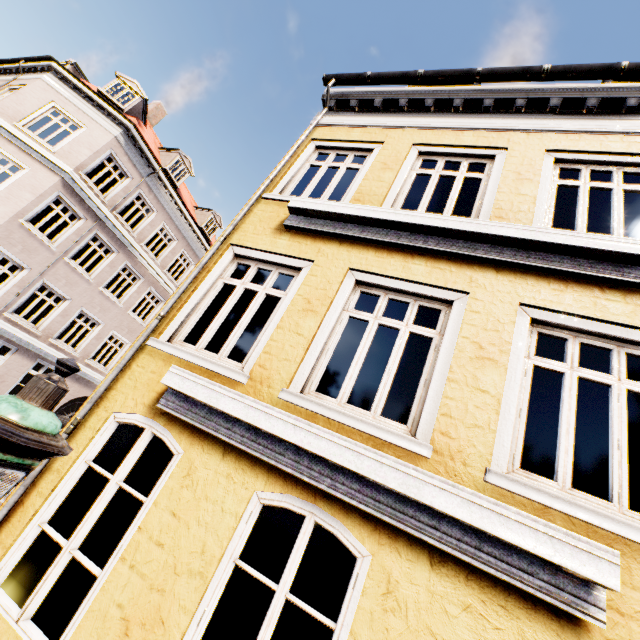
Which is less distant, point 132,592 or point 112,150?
point 132,592

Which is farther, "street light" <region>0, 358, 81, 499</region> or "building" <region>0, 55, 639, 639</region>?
"building" <region>0, 55, 639, 639</region>

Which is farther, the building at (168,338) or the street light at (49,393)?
the building at (168,338)
